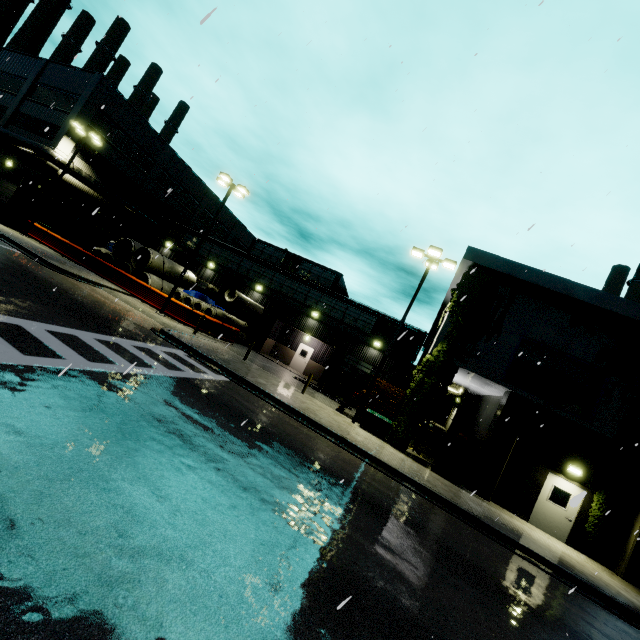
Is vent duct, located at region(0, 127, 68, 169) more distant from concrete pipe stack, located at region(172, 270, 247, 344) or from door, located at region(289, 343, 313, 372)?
door, located at region(289, 343, 313, 372)

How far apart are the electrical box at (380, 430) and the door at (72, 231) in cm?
1950

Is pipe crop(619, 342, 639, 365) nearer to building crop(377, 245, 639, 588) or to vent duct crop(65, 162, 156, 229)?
building crop(377, 245, 639, 588)

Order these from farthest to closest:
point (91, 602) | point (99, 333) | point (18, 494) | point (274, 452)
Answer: point (99, 333) → point (274, 452) → point (18, 494) → point (91, 602)

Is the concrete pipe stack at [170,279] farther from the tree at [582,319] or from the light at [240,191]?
the tree at [582,319]

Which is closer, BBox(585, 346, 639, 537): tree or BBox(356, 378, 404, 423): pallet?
BBox(585, 346, 639, 537): tree

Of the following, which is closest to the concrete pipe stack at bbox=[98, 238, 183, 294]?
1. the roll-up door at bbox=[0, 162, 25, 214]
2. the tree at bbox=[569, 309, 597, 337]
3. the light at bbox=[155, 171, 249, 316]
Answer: the light at bbox=[155, 171, 249, 316]

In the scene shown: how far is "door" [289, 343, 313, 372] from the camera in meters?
29.5
